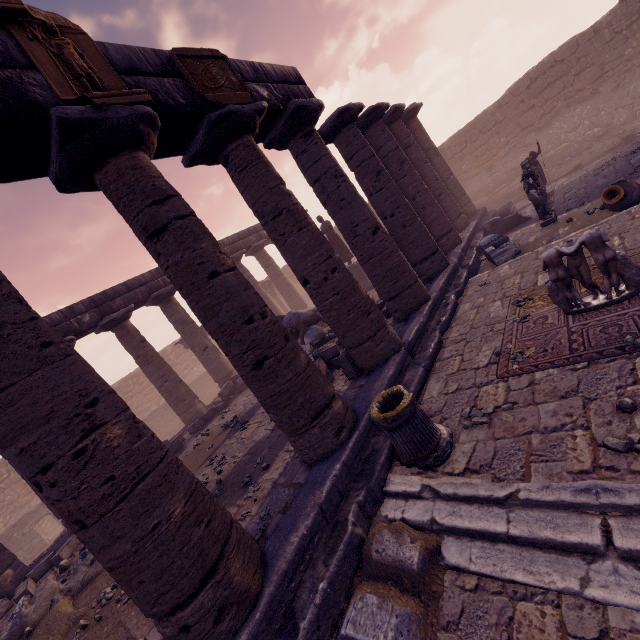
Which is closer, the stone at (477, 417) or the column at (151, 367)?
the stone at (477, 417)

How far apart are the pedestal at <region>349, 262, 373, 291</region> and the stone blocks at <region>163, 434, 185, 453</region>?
9.4m

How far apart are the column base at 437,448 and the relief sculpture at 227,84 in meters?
5.2 m

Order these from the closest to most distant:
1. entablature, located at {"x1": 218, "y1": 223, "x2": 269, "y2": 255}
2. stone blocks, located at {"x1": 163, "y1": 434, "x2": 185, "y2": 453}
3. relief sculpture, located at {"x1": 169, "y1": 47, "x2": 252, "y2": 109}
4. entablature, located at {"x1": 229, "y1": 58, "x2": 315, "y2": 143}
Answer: relief sculpture, located at {"x1": 169, "y1": 47, "x2": 252, "y2": 109} → entablature, located at {"x1": 229, "y1": 58, "x2": 315, "y2": 143} → stone blocks, located at {"x1": 163, "y1": 434, "x2": 185, "y2": 453} → entablature, located at {"x1": 218, "y1": 223, "x2": 269, "y2": 255}

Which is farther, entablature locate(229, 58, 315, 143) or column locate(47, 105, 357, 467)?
entablature locate(229, 58, 315, 143)

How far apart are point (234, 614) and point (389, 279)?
6.6m

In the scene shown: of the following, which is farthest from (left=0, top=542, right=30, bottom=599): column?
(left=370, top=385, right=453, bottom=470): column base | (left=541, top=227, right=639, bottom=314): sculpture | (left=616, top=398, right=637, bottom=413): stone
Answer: (left=541, top=227, right=639, bottom=314): sculpture

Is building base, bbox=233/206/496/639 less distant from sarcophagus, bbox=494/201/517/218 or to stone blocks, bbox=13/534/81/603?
sarcophagus, bbox=494/201/517/218
